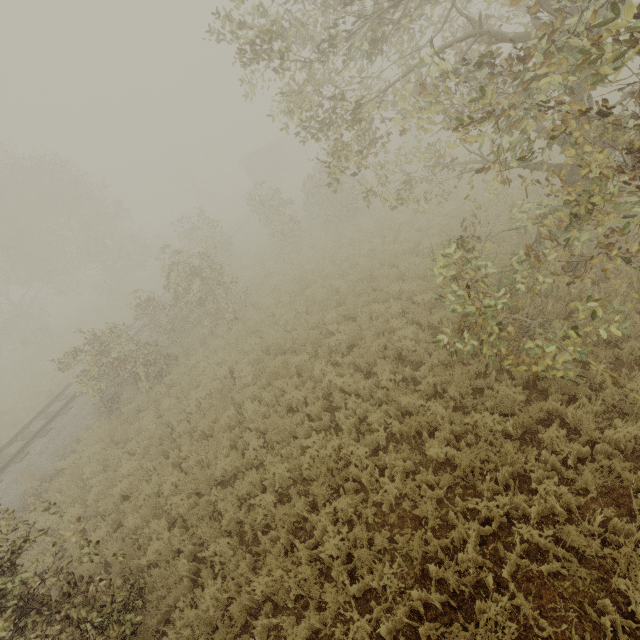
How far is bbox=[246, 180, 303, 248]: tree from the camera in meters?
18.2 m

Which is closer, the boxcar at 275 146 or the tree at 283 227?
the tree at 283 227

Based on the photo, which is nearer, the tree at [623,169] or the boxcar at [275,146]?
the tree at [623,169]

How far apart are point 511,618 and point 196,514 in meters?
6.3 m

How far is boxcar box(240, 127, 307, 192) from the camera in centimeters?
3809cm

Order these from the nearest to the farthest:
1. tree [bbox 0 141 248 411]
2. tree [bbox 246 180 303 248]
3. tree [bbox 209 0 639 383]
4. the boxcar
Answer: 1. tree [bbox 209 0 639 383]
2. tree [bbox 0 141 248 411]
3. tree [bbox 246 180 303 248]
4. the boxcar

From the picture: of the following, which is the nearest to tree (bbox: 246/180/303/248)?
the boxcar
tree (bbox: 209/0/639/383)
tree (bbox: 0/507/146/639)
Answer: the boxcar
